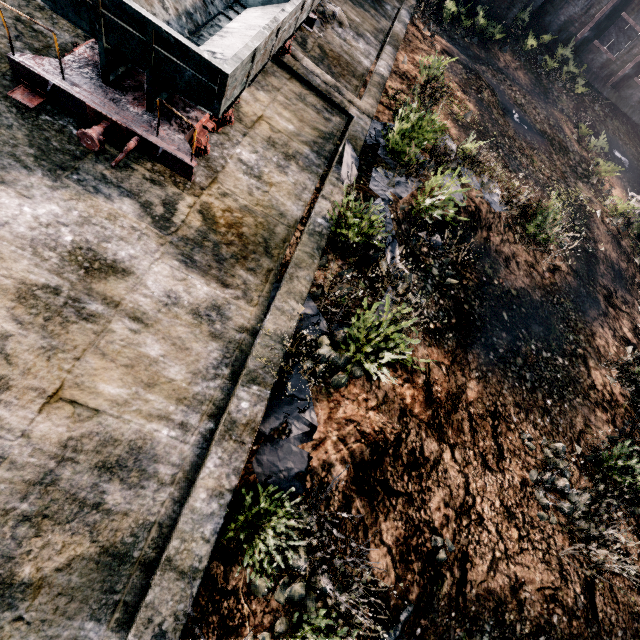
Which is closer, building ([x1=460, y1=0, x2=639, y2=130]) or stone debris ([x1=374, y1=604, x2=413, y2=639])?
stone debris ([x1=374, y1=604, x2=413, y2=639])

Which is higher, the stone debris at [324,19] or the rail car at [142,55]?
the rail car at [142,55]

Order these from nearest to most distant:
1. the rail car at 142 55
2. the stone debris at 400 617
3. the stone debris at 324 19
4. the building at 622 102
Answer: the rail car at 142 55 → the stone debris at 400 617 → the stone debris at 324 19 → the building at 622 102

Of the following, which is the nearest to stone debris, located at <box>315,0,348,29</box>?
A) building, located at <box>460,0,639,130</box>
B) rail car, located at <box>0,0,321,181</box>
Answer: rail car, located at <box>0,0,321,181</box>

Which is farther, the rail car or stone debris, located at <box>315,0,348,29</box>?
stone debris, located at <box>315,0,348,29</box>

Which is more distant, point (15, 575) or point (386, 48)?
point (386, 48)

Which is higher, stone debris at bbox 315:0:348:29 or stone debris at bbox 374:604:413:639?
stone debris at bbox 315:0:348:29

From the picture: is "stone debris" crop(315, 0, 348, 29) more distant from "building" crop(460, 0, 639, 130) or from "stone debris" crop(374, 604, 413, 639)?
"stone debris" crop(374, 604, 413, 639)
